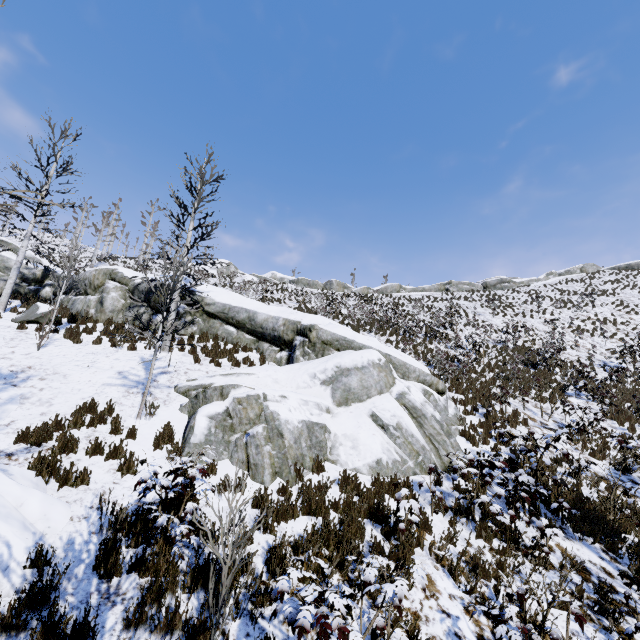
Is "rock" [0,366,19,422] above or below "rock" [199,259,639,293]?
below

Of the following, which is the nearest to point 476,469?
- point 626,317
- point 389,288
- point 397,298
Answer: point 626,317

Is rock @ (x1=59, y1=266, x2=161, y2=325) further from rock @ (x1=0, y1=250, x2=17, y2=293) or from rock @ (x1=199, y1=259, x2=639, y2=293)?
rock @ (x1=199, y1=259, x2=639, y2=293)

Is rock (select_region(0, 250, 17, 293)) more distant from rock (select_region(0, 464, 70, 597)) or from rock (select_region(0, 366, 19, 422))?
rock (select_region(0, 464, 70, 597))

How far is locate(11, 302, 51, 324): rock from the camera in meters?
13.2 m

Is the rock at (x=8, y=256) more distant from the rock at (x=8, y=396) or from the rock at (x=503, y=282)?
the rock at (x=503, y=282)

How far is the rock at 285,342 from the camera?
7.32m

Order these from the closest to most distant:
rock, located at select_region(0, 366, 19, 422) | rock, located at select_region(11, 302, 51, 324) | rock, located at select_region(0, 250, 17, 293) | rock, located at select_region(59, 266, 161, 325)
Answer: rock, located at select_region(0, 366, 19, 422) → rock, located at select_region(11, 302, 51, 324) → rock, located at select_region(59, 266, 161, 325) → rock, located at select_region(0, 250, 17, 293)
